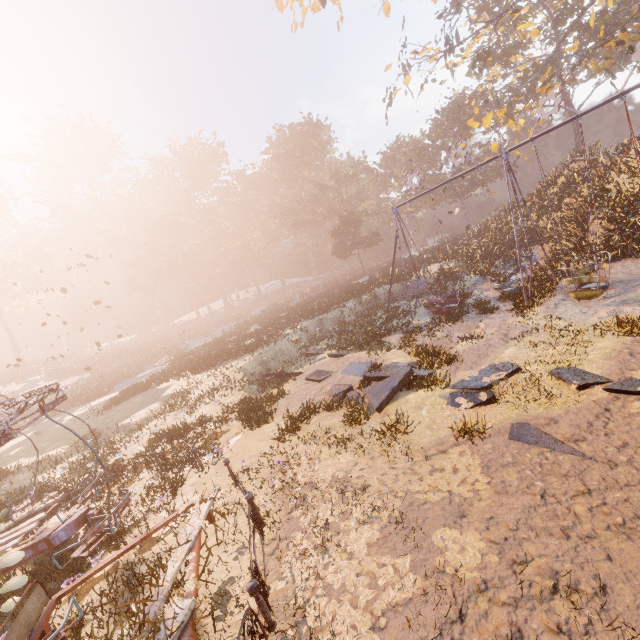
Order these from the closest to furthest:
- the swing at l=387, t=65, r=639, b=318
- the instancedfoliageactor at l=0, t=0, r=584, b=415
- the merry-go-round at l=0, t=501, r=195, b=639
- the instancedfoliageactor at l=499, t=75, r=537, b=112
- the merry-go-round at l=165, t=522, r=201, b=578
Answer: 1. the merry-go-round at l=0, t=501, r=195, b=639
2. the merry-go-round at l=165, t=522, r=201, b=578
3. the swing at l=387, t=65, r=639, b=318
4. the instancedfoliageactor at l=0, t=0, r=584, b=415
5. the instancedfoliageactor at l=499, t=75, r=537, b=112

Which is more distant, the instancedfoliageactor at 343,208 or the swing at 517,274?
the instancedfoliageactor at 343,208

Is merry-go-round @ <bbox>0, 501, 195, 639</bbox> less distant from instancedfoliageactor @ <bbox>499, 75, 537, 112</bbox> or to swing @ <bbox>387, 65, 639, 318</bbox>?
swing @ <bbox>387, 65, 639, 318</bbox>

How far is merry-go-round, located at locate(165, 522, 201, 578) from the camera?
4.9m

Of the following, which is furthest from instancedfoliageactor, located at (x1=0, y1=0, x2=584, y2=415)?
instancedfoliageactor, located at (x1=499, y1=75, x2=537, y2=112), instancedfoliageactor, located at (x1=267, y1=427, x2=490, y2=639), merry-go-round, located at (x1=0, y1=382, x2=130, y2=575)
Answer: instancedfoliageactor, located at (x1=499, y1=75, x2=537, y2=112)

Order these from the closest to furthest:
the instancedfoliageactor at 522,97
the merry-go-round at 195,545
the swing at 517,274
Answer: the merry-go-round at 195,545 → the swing at 517,274 → the instancedfoliageactor at 522,97

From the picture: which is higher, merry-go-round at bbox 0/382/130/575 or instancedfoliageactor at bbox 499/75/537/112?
instancedfoliageactor at bbox 499/75/537/112

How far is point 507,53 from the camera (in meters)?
32.56
